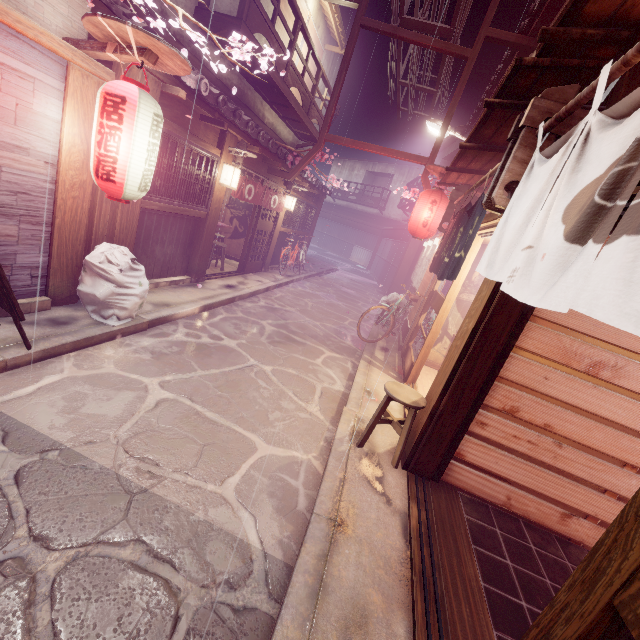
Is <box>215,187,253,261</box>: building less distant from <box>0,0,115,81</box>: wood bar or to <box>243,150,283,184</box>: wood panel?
<box>243,150,283,184</box>: wood panel

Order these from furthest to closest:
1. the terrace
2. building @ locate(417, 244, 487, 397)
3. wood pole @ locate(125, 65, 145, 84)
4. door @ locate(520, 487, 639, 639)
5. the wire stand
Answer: the wire stand → building @ locate(417, 244, 487, 397) → the terrace → wood pole @ locate(125, 65, 145, 84) → door @ locate(520, 487, 639, 639)

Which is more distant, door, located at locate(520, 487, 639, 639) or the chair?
the chair

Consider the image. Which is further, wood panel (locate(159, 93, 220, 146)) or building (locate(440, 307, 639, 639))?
wood panel (locate(159, 93, 220, 146))

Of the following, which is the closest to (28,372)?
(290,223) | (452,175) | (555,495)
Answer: (555,495)

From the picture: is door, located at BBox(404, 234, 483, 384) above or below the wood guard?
below

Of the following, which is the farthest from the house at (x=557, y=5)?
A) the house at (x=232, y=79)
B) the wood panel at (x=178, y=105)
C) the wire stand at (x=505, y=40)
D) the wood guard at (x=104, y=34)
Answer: the house at (x=232, y=79)

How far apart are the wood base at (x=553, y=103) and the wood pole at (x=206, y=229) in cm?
994
